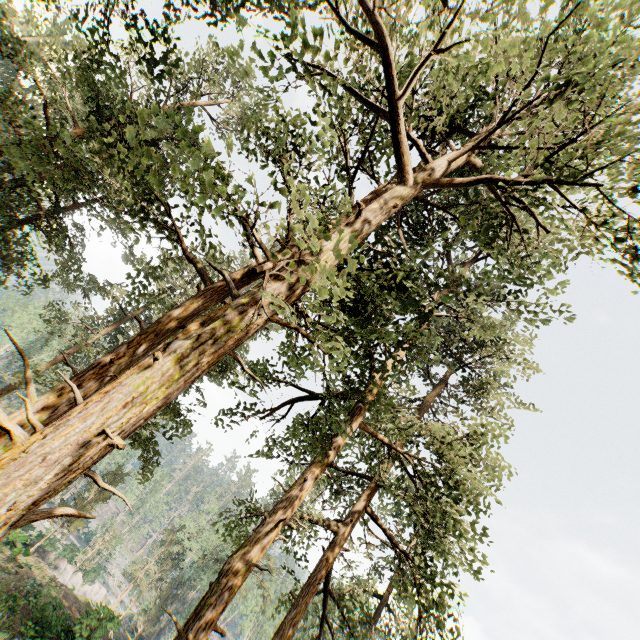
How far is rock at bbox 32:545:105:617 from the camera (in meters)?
27.99

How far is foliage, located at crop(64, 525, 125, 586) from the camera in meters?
44.0 m

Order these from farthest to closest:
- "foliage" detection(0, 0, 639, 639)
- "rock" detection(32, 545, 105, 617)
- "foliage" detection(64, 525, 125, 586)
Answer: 1. "foliage" detection(64, 525, 125, 586)
2. "rock" detection(32, 545, 105, 617)
3. "foliage" detection(0, 0, 639, 639)

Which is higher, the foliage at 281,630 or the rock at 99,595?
the foliage at 281,630

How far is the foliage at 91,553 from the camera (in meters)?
44.00

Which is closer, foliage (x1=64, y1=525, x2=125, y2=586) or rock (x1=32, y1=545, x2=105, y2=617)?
rock (x1=32, y1=545, x2=105, y2=617)

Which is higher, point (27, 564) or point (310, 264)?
point (310, 264)
